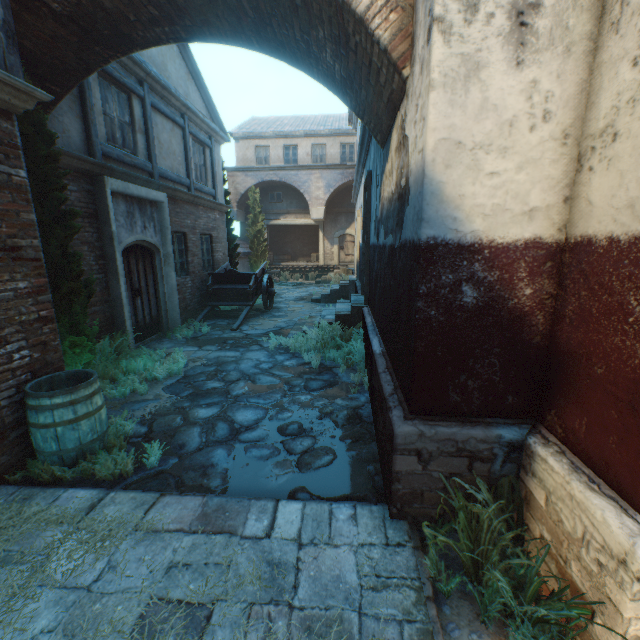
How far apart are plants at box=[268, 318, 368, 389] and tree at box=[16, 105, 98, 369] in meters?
3.6 m

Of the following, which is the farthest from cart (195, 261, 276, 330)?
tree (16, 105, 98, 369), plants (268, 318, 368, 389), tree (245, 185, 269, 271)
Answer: tree (16, 105, 98, 369)

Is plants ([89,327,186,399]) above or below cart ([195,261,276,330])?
below

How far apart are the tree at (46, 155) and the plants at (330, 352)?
3.6 meters

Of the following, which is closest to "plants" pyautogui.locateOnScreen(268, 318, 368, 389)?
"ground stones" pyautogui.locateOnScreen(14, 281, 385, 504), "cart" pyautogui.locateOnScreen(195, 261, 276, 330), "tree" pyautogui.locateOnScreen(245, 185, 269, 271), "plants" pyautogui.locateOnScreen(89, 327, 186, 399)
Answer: "ground stones" pyautogui.locateOnScreen(14, 281, 385, 504)

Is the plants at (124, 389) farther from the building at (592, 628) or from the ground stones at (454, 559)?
the ground stones at (454, 559)

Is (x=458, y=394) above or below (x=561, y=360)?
below

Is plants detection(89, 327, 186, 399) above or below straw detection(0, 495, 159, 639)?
above
